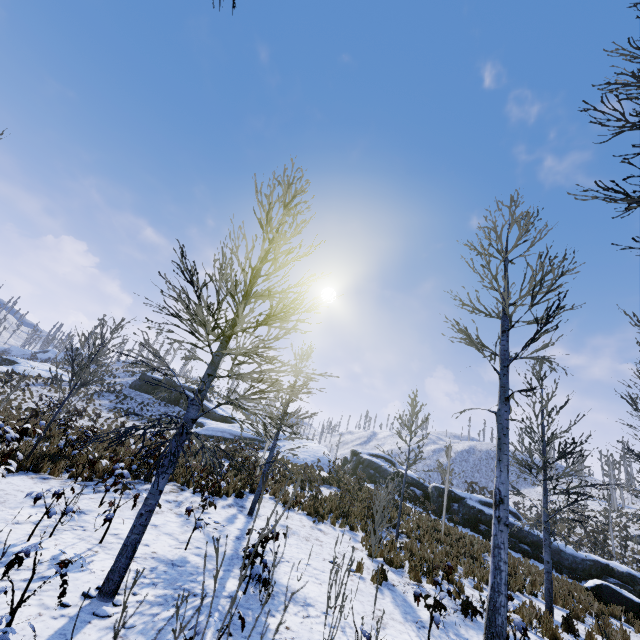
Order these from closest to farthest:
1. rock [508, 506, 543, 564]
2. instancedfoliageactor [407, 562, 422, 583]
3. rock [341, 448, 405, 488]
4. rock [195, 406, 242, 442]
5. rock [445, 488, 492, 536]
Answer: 1. instancedfoliageactor [407, 562, 422, 583]
2. rock [508, 506, 543, 564]
3. rock [445, 488, 492, 536]
4. rock [341, 448, 405, 488]
5. rock [195, 406, 242, 442]

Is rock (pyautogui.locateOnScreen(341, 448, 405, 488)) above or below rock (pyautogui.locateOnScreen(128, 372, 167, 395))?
below

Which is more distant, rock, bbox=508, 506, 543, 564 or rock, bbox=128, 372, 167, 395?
rock, bbox=128, 372, 167, 395

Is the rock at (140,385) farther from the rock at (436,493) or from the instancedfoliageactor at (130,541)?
the instancedfoliageactor at (130,541)

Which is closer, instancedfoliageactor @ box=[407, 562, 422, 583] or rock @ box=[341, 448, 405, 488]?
instancedfoliageactor @ box=[407, 562, 422, 583]

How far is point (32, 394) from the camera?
26.0m

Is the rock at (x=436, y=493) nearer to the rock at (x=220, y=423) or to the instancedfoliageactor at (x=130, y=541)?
the rock at (x=220, y=423)

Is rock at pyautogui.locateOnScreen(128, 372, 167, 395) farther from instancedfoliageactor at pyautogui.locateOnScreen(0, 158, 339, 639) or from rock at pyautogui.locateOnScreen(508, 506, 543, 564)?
instancedfoliageactor at pyautogui.locateOnScreen(0, 158, 339, 639)
